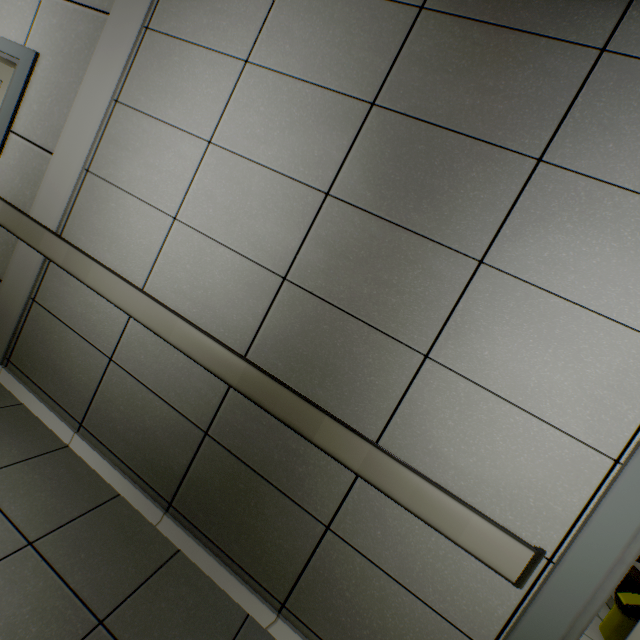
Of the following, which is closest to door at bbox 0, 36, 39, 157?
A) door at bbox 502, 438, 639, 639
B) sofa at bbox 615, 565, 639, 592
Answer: door at bbox 502, 438, 639, 639

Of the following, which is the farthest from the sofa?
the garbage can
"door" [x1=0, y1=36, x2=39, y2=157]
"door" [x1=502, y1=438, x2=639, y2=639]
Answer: "door" [x1=0, y1=36, x2=39, y2=157]

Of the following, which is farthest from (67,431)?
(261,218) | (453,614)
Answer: (453,614)

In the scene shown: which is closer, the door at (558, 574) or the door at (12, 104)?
the door at (558, 574)

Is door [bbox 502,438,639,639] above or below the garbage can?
above

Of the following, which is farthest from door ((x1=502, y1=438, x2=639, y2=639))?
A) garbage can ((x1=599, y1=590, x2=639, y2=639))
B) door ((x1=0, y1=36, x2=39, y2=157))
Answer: door ((x1=0, y1=36, x2=39, y2=157))

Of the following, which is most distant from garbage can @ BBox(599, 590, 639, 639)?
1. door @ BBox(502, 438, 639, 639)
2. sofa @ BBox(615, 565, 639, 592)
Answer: door @ BBox(502, 438, 639, 639)

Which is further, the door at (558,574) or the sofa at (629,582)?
the sofa at (629,582)
